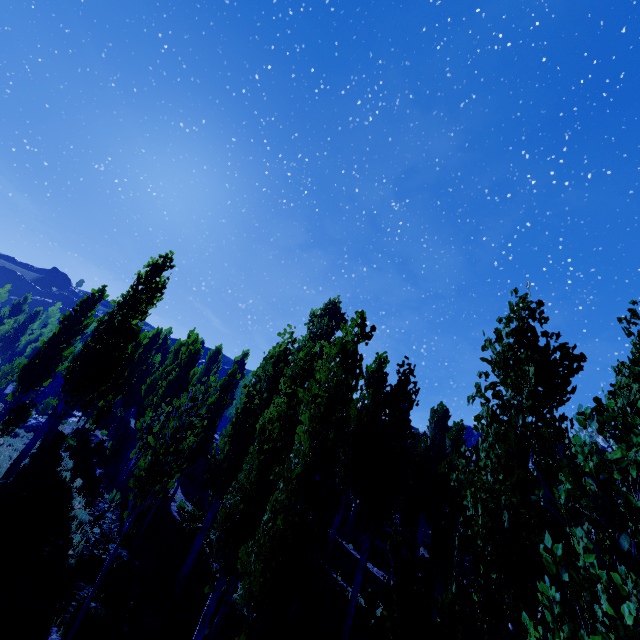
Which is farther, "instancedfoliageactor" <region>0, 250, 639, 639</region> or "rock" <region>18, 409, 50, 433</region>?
"rock" <region>18, 409, 50, 433</region>

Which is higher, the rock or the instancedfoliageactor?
the instancedfoliageactor

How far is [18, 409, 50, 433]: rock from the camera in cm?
2155

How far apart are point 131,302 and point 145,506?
11.1m

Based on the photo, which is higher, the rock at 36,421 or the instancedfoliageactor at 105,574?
the instancedfoliageactor at 105,574

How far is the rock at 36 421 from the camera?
21.5 meters
